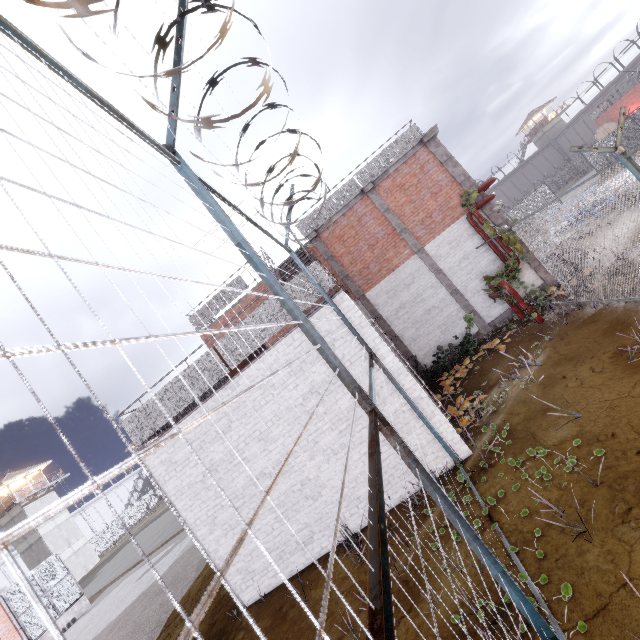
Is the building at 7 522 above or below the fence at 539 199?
above

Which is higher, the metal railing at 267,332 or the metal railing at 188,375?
the metal railing at 267,332

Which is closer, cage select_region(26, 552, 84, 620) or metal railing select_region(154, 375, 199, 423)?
metal railing select_region(154, 375, 199, 423)

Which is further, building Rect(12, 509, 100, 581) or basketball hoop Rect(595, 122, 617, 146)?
building Rect(12, 509, 100, 581)

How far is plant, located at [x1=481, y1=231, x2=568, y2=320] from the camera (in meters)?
9.40

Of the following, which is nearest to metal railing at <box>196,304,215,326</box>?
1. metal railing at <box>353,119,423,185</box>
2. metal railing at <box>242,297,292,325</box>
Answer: metal railing at <box>353,119,423,185</box>

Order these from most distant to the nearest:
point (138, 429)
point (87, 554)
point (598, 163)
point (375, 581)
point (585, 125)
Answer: point (585, 125), point (87, 554), point (598, 163), point (138, 429), point (375, 581)

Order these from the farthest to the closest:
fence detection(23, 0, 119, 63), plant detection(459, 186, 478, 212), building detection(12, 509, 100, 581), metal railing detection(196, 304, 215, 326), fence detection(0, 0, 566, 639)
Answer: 1. building detection(12, 509, 100, 581)
2. metal railing detection(196, 304, 215, 326)
3. plant detection(459, 186, 478, 212)
4. fence detection(23, 0, 119, 63)
5. fence detection(0, 0, 566, 639)
